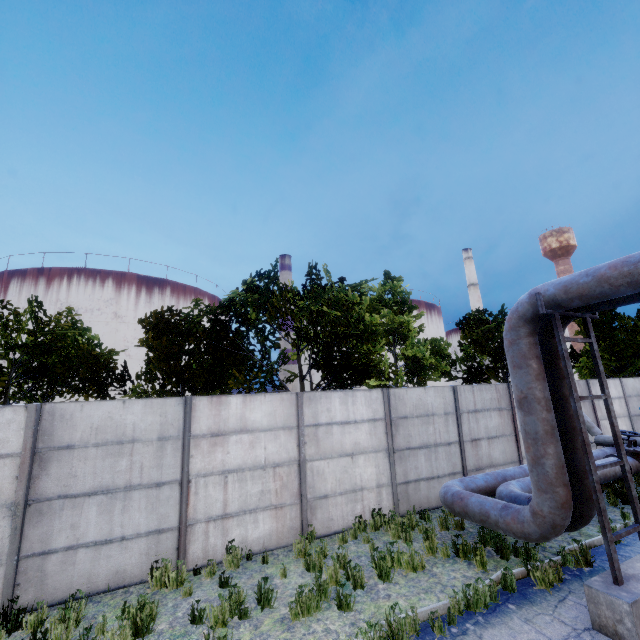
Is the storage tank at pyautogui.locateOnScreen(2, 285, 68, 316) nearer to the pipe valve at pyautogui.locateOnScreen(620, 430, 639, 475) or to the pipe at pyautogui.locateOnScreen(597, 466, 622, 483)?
the pipe at pyautogui.locateOnScreen(597, 466, 622, 483)

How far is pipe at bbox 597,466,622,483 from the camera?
9.0m

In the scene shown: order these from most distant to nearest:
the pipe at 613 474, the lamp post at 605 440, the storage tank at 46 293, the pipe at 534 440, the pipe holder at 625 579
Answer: the storage tank at 46 293 → the lamp post at 605 440 → the pipe at 613 474 → the pipe at 534 440 → the pipe holder at 625 579

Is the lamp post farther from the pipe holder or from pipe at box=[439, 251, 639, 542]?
the pipe holder

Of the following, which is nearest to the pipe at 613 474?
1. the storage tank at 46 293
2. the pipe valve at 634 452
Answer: the pipe valve at 634 452

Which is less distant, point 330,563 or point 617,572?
point 617,572

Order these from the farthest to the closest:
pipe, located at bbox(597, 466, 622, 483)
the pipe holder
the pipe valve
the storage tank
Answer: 1. the storage tank
2. the pipe valve
3. pipe, located at bbox(597, 466, 622, 483)
4. the pipe holder
